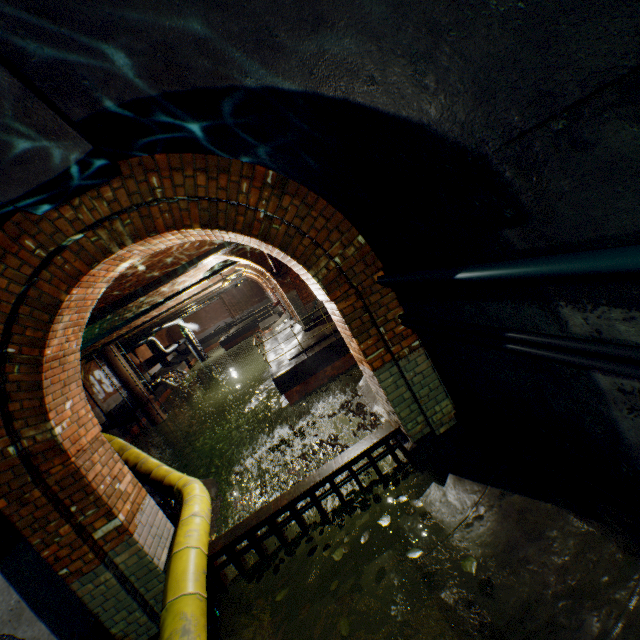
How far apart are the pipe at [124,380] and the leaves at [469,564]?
20.7m

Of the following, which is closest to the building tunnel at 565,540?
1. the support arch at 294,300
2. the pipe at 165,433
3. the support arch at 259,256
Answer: the support arch at 294,300

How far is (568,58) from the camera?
1.0m

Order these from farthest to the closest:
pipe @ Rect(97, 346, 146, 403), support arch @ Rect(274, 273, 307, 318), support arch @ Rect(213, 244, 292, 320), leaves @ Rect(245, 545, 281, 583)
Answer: pipe @ Rect(97, 346, 146, 403) → support arch @ Rect(274, 273, 307, 318) → support arch @ Rect(213, 244, 292, 320) → leaves @ Rect(245, 545, 281, 583)

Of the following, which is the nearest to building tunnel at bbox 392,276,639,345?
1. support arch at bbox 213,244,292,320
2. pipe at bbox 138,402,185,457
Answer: support arch at bbox 213,244,292,320

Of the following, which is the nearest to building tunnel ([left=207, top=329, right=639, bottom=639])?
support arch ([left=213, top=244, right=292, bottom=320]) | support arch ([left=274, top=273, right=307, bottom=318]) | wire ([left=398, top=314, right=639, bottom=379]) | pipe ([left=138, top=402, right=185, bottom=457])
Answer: wire ([left=398, top=314, right=639, bottom=379])

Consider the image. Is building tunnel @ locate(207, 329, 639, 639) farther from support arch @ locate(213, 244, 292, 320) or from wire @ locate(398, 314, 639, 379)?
support arch @ locate(213, 244, 292, 320)

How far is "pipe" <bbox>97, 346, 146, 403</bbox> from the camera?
18.9 meters
